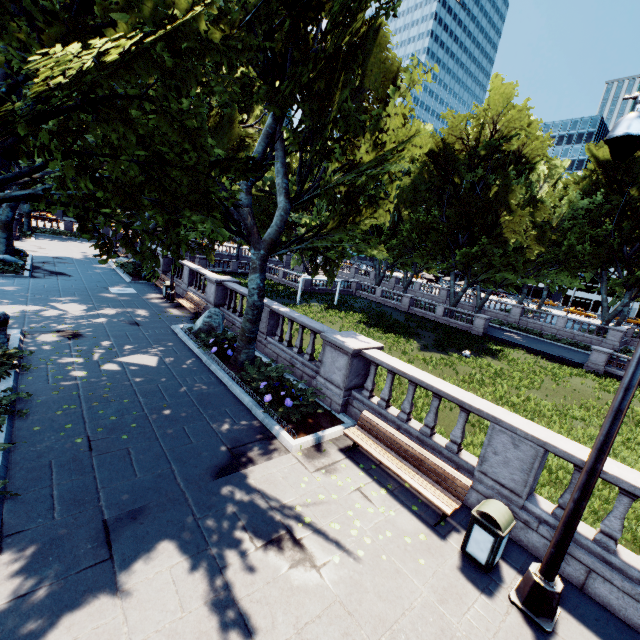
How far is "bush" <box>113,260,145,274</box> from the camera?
24.27m

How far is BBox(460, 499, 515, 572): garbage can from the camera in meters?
5.4 m

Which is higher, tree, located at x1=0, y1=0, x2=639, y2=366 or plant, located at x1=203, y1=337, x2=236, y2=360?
tree, located at x1=0, y1=0, x2=639, y2=366

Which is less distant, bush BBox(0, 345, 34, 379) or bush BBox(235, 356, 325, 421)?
bush BBox(0, 345, 34, 379)

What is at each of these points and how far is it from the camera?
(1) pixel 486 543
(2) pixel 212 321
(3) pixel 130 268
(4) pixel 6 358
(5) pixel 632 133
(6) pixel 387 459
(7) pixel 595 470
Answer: (1) garbage can, 5.5m
(2) rock, 13.9m
(3) bush, 24.9m
(4) bush, 8.8m
(5) light, 4.0m
(6) bench, 7.3m
(7) light, 4.4m

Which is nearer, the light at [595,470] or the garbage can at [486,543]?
the light at [595,470]

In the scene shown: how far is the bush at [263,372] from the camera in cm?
902

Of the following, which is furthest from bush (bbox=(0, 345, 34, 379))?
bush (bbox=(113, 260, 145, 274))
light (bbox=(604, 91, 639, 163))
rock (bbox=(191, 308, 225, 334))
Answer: bush (bbox=(113, 260, 145, 274))
